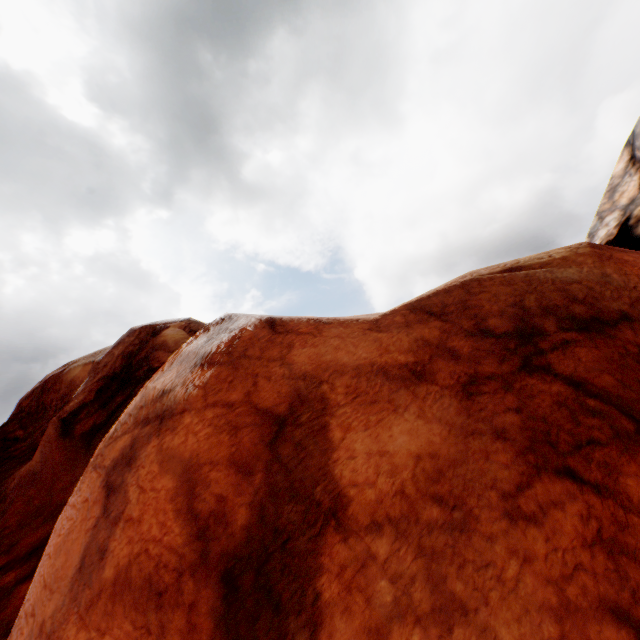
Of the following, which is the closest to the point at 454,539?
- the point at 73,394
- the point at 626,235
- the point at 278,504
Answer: the point at 278,504
